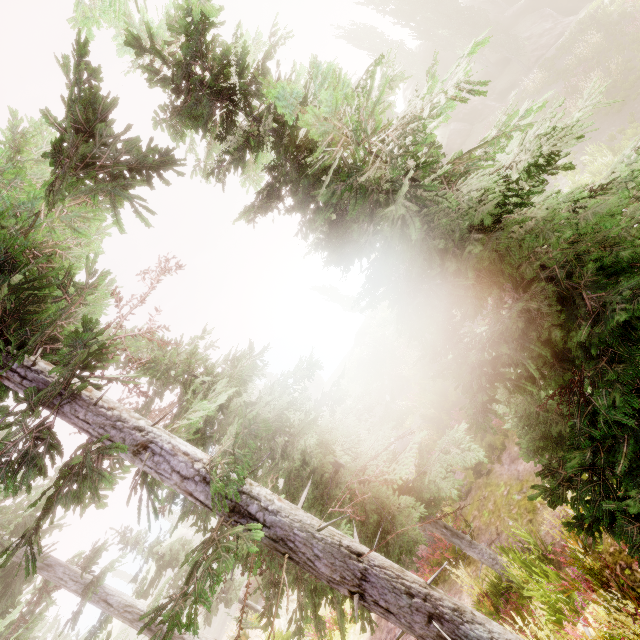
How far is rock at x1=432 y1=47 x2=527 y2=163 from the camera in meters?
29.9 m

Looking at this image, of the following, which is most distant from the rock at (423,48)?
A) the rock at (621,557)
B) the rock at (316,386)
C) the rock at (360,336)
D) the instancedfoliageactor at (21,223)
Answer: the rock at (316,386)

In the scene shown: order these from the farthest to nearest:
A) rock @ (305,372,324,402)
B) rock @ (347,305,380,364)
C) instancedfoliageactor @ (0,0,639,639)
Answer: rock @ (305,372,324,402), rock @ (347,305,380,364), instancedfoliageactor @ (0,0,639,639)

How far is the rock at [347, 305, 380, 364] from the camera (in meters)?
38.62

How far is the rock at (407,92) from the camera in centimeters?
4312cm

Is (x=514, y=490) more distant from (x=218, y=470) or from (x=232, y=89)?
(x=232, y=89)

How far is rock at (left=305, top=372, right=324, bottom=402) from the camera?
49.8 meters
